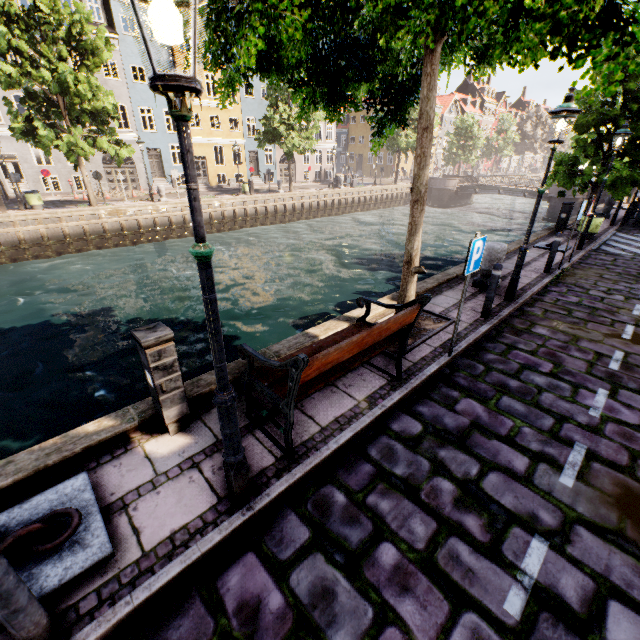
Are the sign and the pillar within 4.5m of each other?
yes

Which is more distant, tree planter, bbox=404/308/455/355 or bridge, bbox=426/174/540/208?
bridge, bbox=426/174/540/208

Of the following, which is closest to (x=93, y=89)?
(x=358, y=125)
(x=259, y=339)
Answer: (x=259, y=339)

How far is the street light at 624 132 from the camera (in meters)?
9.88

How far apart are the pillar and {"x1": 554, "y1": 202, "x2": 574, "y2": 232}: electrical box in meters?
Result: 9.0 m

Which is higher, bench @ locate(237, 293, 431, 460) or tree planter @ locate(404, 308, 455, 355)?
bench @ locate(237, 293, 431, 460)

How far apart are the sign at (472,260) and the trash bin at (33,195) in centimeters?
2337cm

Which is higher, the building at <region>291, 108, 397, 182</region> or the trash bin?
the building at <region>291, 108, 397, 182</region>
